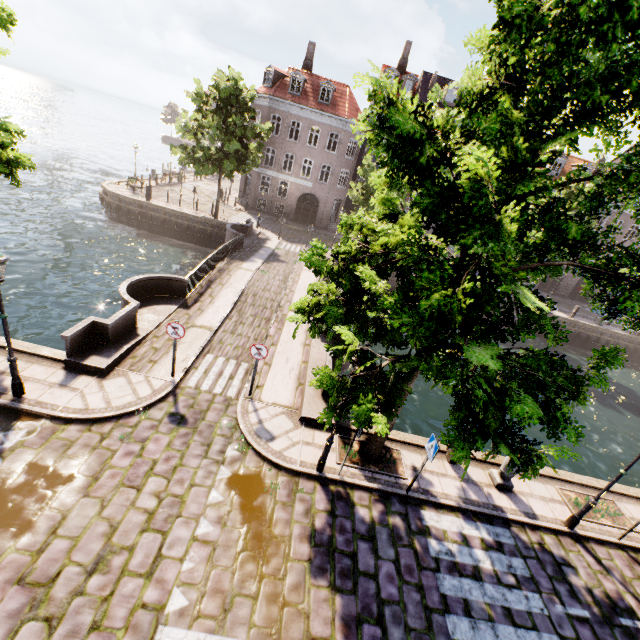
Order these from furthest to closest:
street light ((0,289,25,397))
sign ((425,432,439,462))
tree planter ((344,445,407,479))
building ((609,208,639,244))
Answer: building ((609,208,639,244))
tree planter ((344,445,407,479))
sign ((425,432,439,462))
street light ((0,289,25,397))

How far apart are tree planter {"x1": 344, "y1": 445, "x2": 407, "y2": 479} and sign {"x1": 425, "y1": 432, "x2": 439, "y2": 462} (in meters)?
1.41

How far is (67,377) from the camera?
8.7m

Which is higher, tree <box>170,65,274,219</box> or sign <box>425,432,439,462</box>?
tree <box>170,65,274,219</box>

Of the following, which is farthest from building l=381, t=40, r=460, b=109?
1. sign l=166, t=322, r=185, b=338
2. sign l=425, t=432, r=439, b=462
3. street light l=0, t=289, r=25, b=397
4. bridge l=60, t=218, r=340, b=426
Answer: sign l=425, t=432, r=439, b=462

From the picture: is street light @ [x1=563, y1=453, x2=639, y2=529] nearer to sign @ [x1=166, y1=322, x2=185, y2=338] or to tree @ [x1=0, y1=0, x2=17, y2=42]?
tree @ [x1=0, y1=0, x2=17, y2=42]

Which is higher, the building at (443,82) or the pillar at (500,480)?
the building at (443,82)

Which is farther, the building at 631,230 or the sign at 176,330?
the building at 631,230
